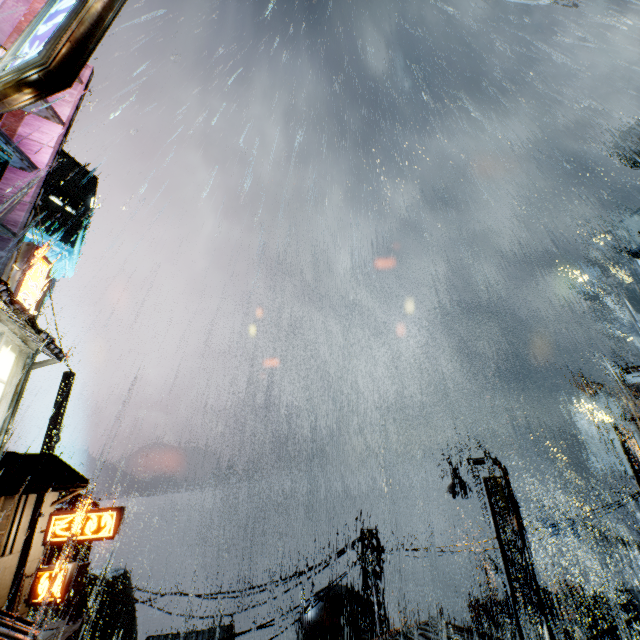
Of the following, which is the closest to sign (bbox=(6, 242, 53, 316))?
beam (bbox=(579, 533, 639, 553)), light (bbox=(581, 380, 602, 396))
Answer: light (bbox=(581, 380, 602, 396))

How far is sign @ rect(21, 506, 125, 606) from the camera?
17.3 meters

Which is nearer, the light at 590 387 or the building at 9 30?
the building at 9 30

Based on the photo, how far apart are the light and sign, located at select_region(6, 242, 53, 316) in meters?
24.0 m

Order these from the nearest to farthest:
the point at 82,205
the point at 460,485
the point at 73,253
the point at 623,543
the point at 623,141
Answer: the point at 460,485
the point at 623,543
the point at 73,253
the point at 82,205
the point at 623,141

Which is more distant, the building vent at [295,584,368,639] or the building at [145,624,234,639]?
the building at [145,624,234,639]

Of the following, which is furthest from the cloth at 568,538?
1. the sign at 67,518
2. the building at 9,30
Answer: the sign at 67,518

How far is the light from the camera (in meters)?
15.55
